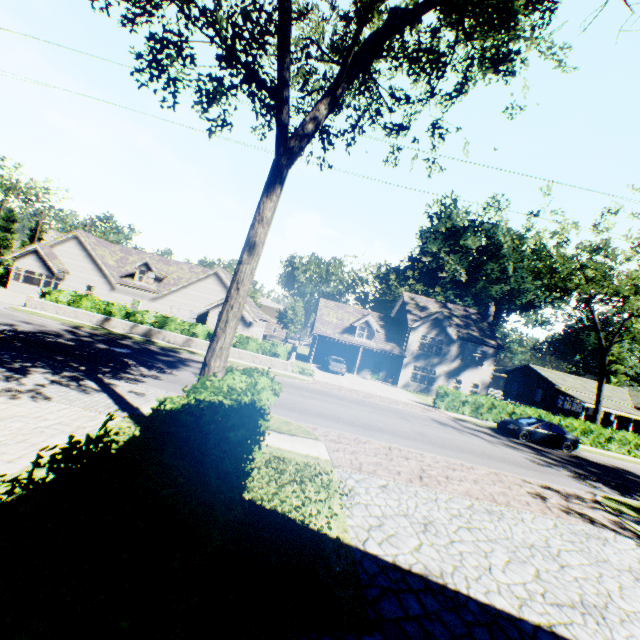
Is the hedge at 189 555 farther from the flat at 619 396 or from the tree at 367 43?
the flat at 619 396

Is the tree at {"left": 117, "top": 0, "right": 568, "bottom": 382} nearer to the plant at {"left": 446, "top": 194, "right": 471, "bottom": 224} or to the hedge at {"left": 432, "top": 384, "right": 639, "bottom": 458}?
the plant at {"left": 446, "top": 194, "right": 471, "bottom": 224}

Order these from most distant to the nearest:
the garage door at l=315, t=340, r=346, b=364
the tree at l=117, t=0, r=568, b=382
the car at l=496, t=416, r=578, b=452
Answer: the garage door at l=315, t=340, r=346, b=364, the car at l=496, t=416, r=578, b=452, the tree at l=117, t=0, r=568, b=382

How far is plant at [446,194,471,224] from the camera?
57.67m

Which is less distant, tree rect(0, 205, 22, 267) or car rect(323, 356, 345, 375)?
car rect(323, 356, 345, 375)

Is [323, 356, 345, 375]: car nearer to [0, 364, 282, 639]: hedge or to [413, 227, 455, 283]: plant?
[0, 364, 282, 639]: hedge

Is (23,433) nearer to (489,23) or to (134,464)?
(134,464)

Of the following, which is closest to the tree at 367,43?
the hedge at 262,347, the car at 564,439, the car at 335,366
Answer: the car at 564,439
